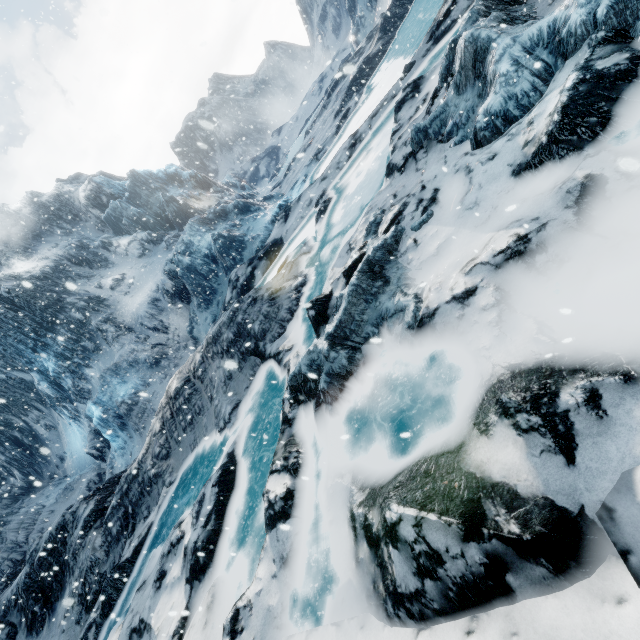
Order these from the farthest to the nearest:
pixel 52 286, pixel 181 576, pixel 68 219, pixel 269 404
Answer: pixel 68 219, pixel 52 286, pixel 269 404, pixel 181 576
